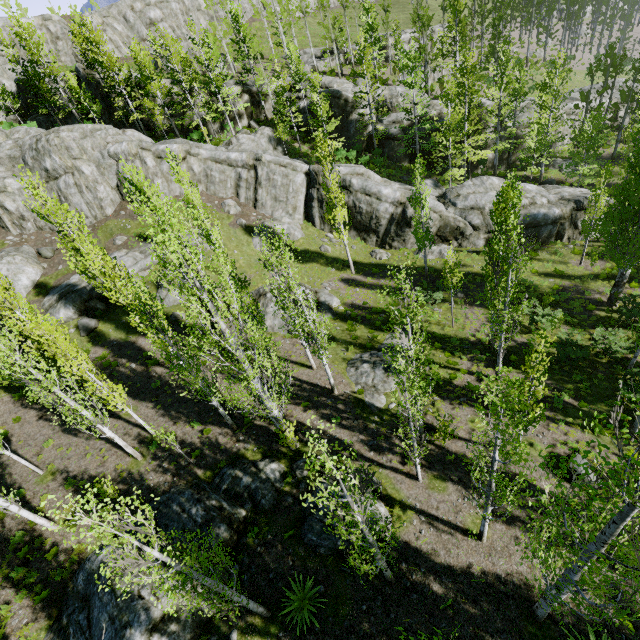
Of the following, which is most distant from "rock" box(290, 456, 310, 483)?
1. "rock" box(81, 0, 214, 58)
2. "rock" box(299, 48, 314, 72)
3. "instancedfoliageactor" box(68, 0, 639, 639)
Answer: Result: "rock" box(299, 48, 314, 72)

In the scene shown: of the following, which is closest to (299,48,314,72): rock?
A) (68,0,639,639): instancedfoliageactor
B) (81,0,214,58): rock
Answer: (81,0,214,58): rock

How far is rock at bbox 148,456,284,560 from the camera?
12.72m

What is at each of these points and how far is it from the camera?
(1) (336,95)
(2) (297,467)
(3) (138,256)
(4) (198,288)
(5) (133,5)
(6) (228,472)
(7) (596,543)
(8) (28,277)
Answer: (1) rock, 34.7m
(2) rock, 15.1m
(3) rock, 26.5m
(4) instancedfoliageactor, 10.2m
(5) rock, 47.2m
(6) rock, 14.8m
(7) instancedfoliageactor, 5.9m
(8) rock, 26.6m

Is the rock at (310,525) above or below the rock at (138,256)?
below

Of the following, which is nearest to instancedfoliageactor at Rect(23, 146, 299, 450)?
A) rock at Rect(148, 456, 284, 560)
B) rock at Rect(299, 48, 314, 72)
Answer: rock at Rect(148, 456, 284, 560)

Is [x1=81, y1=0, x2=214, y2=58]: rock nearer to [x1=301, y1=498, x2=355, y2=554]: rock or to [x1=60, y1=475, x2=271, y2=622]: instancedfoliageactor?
[x1=60, y1=475, x2=271, y2=622]: instancedfoliageactor

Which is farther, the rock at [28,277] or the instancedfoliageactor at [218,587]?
the rock at [28,277]
